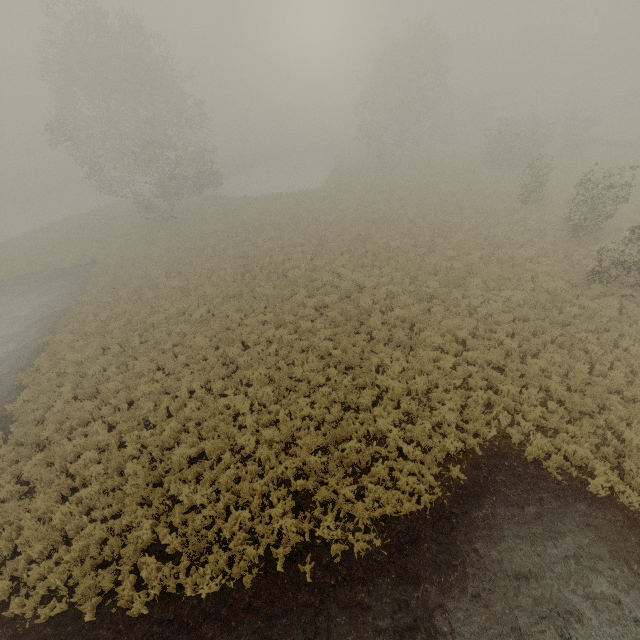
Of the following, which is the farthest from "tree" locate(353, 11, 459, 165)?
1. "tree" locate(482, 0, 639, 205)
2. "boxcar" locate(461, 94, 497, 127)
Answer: "boxcar" locate(461, 94, 497, 127)

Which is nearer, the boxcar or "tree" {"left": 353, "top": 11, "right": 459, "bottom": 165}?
"tree" {"left": 353, "top": 11, "right": 459, "bottom": 165}

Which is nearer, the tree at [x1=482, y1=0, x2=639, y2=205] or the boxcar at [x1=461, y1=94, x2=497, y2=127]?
the tree at [x1=482, y1=0, x2=639, y2=205]

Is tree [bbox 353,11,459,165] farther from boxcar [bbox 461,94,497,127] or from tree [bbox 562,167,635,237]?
boxcar [bbox 461,94,497,127]

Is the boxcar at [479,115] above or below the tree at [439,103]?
below

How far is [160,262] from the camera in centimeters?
2539cm

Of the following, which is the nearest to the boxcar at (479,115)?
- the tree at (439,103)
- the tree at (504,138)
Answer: the tree at (504,138)

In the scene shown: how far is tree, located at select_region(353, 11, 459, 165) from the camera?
35.0m
